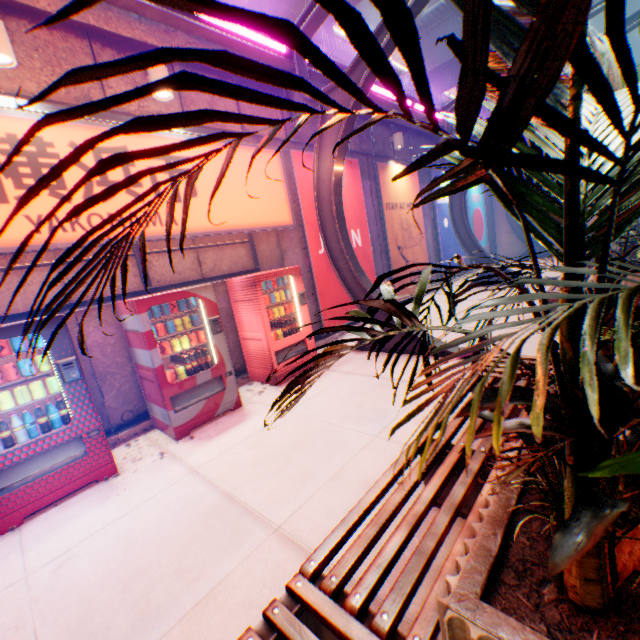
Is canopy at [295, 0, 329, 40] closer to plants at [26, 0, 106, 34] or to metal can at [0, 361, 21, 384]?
metal can at [0, 361, 21, 384]

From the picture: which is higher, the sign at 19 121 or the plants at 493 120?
the sign at 19 121

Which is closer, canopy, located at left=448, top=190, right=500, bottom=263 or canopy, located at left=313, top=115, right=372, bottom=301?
canopy, located at left=313, top=115, right=372, bottom=301

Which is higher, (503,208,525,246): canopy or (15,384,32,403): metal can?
(503,208,525,246): canopy

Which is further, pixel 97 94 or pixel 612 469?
pixel 97 94

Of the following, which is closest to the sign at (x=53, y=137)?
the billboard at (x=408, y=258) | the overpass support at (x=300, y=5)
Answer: the billboard at (x=408, y=258)

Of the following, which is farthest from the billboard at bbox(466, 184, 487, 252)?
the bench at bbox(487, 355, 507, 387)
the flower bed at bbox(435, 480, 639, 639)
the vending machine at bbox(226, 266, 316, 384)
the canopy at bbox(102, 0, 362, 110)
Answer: the flower bed at bbox(435, 480, 639, 639)

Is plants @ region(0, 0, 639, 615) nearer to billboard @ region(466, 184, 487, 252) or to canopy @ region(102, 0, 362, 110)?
canopy @ region(102, 0, 362, 110)
